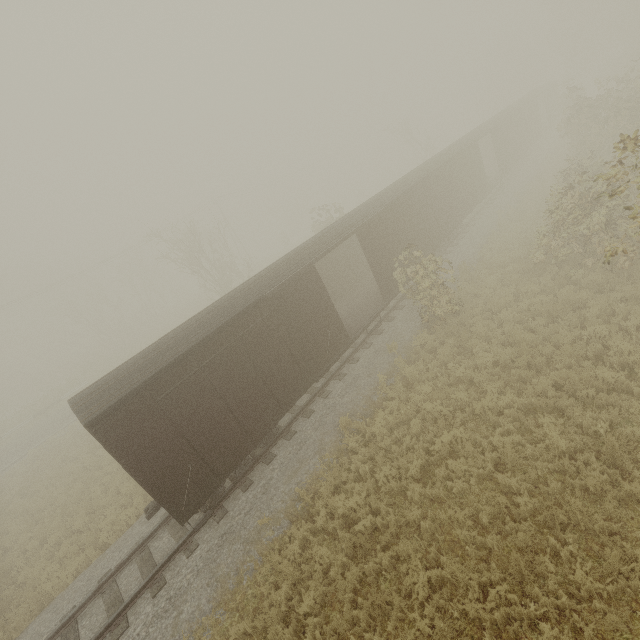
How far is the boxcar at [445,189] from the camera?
7.9m

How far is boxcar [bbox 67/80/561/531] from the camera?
7.9m

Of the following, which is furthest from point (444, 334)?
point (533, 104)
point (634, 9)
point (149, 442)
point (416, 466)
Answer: point (634, 9)
